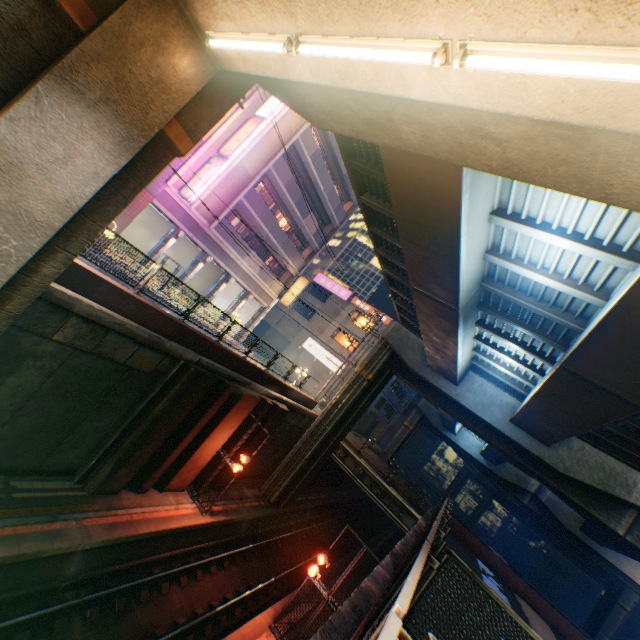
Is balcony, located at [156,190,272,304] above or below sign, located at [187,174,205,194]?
below

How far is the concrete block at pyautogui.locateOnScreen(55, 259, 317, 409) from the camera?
9.2m

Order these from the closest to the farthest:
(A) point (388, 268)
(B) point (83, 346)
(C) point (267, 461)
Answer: (B) point (83, 346), (A) point (388, 268), (C) point (267, 461)

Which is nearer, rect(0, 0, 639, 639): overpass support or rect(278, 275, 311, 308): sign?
rect(0, 0, 639, 639): overpass support

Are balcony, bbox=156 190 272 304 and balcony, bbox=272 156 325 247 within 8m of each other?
yes

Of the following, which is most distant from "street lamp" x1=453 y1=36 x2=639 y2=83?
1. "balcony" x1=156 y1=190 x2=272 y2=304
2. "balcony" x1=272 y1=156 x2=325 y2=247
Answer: "balcony" x1=272 y1=156 x2=325 y2=247

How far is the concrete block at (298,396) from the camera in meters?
9.2

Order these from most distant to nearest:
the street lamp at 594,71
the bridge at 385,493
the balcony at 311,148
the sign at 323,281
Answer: the sign at 323,281, the balcony at 311,148, the bridge at 385,493, the street lamp at 594,71
